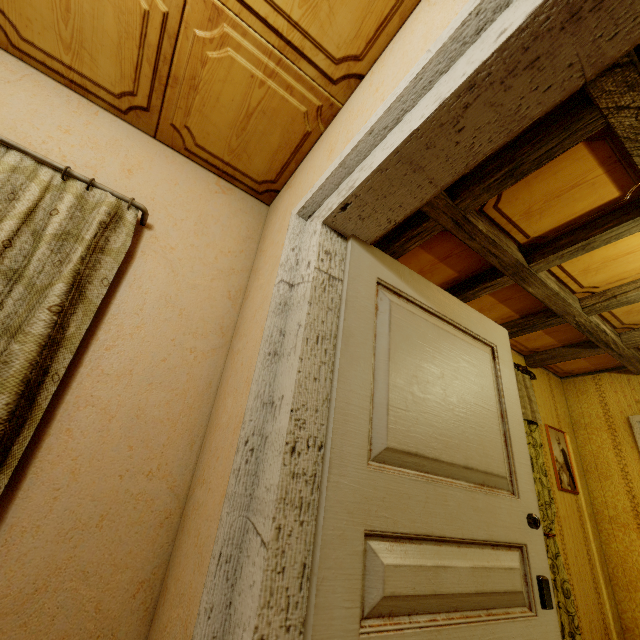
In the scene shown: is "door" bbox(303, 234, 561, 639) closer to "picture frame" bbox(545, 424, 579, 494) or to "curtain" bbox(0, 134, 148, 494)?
"curtain" bbox(0, 134, 148, 494)

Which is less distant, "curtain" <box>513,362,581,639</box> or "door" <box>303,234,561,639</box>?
"door" <box>303,234,561,639</box>

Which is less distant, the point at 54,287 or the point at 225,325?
the point at 54,287

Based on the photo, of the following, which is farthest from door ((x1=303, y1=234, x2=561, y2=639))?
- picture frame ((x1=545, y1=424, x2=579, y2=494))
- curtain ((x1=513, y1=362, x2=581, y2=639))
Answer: picture frame ((x1=545, y1=424, x2=579, y2=494))

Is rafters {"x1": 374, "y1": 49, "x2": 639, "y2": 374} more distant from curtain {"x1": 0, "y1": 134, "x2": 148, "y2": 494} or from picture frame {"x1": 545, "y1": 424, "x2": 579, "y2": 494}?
curtain {"x1": 0, "y1": 134, "x2": 148, "y2": 494}

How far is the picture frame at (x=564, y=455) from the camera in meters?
3.3 m

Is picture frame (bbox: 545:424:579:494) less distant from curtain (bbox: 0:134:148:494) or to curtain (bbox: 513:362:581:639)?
curtain (bbox: 513:362:581:639)

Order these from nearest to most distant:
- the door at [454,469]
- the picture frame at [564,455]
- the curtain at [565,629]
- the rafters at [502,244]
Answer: the door at [454,469] → the rafters at [502,244] → the curtain at [565,629] → the picture frame at [564,455]
